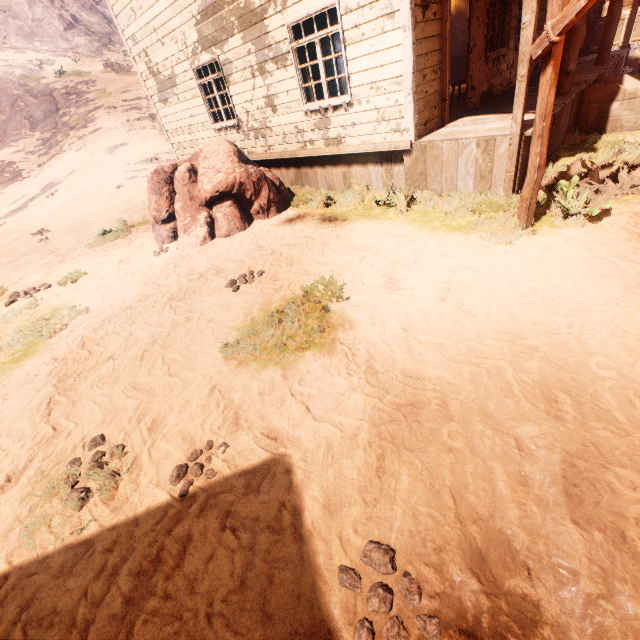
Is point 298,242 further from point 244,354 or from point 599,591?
point 599,591

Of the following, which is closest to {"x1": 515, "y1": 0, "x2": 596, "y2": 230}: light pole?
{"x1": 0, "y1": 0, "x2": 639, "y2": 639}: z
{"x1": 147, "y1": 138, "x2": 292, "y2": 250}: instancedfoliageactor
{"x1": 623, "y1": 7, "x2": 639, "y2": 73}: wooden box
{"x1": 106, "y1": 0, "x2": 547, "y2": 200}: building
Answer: {"x1": 0, "y1": 0, "x2": 639, "y2": 639}: z

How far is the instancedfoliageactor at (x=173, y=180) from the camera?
7.2 meters

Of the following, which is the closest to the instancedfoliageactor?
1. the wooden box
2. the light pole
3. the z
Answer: the z

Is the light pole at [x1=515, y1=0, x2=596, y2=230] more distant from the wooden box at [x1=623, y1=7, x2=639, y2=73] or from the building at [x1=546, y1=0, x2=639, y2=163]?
the wooden box at [x1=623, y1=7, x2=639, y2=73]

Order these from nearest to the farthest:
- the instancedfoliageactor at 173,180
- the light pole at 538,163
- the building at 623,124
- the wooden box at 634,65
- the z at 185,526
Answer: the z at 185,526 < the light pole at 538,163 < the building at 623,124 < the instancedfoliageactor at 173,180 < the wooden box at 634,65

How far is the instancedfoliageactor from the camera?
7.2 meters

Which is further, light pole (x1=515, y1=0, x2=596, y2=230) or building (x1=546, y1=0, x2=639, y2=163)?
building (x1=546, y1=0, x2=639, y2=163)
